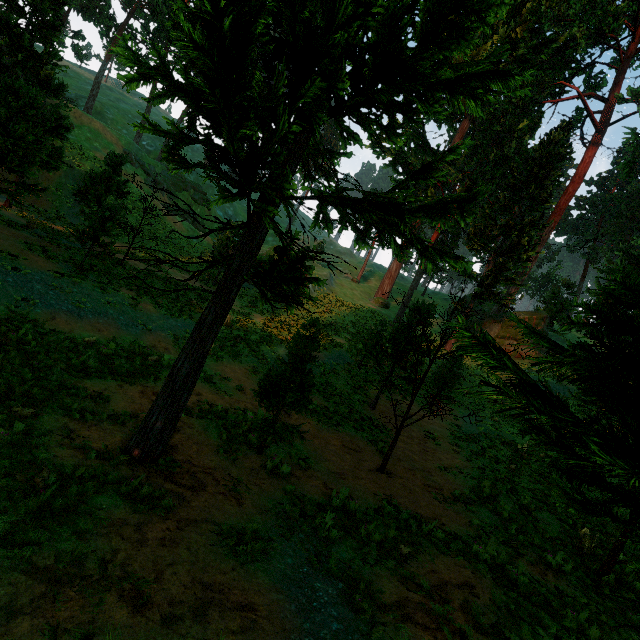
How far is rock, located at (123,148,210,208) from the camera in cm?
4315

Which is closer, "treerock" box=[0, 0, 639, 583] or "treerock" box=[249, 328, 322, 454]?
"treerock" box=[0, 0, 639, 583]

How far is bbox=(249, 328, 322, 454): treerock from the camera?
8.58m

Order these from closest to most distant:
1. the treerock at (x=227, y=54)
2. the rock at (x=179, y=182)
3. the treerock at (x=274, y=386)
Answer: the treerock at (x=227, y=54), the treerock at (x=274, y=386), the rock at (x=179, y=182)

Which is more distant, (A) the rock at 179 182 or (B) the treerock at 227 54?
(A) the rock at 179 182

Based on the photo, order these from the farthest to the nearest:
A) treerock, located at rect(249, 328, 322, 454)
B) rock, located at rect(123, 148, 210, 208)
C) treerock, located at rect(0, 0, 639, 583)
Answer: rock, located at rect(123, 148, 210, 208) < treerock, located at rect(249, 328, 322, 454) < treerock, located at rect(0, 0, 639, 583)

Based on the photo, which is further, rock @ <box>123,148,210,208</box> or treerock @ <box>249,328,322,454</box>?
rock @ <box>123,148,210,208</box>

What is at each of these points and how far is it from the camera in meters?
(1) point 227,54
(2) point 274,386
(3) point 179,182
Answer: (1) treerock, 3.8 m
(2) treerock, 8.9 m
(3) rock, 48.8 m
